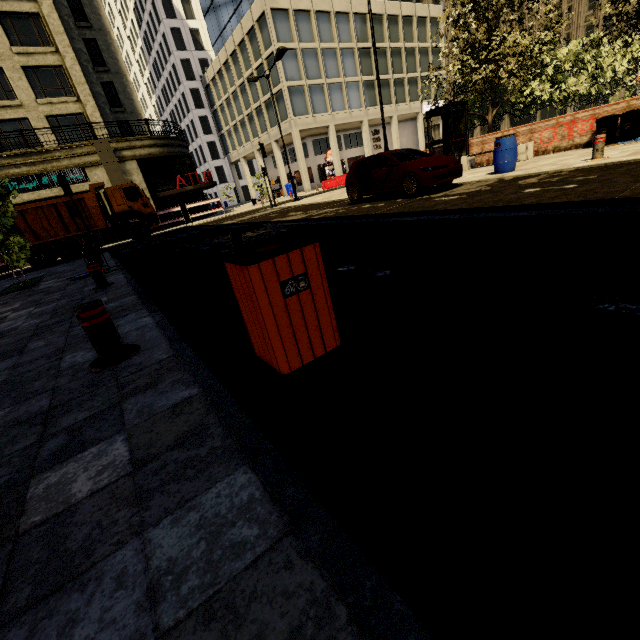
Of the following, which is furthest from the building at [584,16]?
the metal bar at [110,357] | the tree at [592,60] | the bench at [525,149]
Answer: the metal bar at [110,357]

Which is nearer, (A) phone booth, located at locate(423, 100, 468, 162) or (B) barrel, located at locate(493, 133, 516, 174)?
(B) barrel, located at locate(493, 133, 516, 174)

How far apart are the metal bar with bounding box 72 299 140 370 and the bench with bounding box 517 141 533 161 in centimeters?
1481cm

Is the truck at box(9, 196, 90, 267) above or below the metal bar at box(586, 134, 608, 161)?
above

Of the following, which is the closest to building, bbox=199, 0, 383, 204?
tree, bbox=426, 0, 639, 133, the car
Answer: tree, bbox=426, 0, 639, 133

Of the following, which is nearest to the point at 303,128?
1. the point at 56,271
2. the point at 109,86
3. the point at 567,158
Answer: the point at 109,86

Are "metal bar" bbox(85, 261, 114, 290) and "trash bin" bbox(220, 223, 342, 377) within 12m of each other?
yes

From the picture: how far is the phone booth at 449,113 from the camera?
13.8 meters
